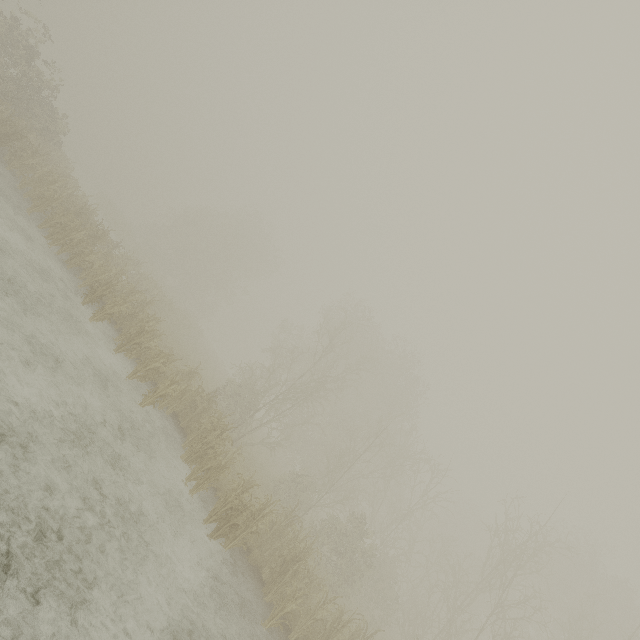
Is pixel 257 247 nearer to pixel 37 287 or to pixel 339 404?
pixel 339 404
